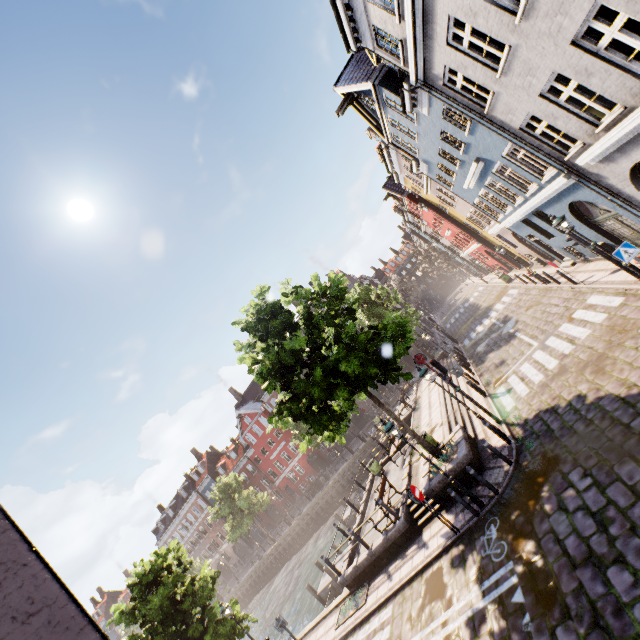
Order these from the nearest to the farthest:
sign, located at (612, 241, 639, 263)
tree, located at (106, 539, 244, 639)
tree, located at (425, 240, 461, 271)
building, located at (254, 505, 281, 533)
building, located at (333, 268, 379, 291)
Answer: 1. sign, located at (612, 241, 639, 263)
2. tree, located at (106, 539, 244, 639)
3. building, located at (333, 268, 379, 291)
4. building, located at (254, 505, 281, 533)
5. tree, located at (425, 240, 461, 271)

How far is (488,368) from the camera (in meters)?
18.45

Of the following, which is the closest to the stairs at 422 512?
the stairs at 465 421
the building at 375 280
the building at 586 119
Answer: the stairs at 465 421

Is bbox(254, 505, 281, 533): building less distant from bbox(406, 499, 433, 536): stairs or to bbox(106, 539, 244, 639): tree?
bbox(106, 539, 244, 639): tree

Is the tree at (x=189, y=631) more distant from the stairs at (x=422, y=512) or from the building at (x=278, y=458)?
the building at (x=278, y=458)

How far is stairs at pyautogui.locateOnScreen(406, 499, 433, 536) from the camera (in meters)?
12.24

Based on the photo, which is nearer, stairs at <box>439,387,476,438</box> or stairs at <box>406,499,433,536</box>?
stairs at <box>406,499,433,536</box>

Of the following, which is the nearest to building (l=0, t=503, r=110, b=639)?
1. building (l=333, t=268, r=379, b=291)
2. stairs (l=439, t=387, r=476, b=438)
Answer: stairs (l=439, t=387, r=476, b=438)
